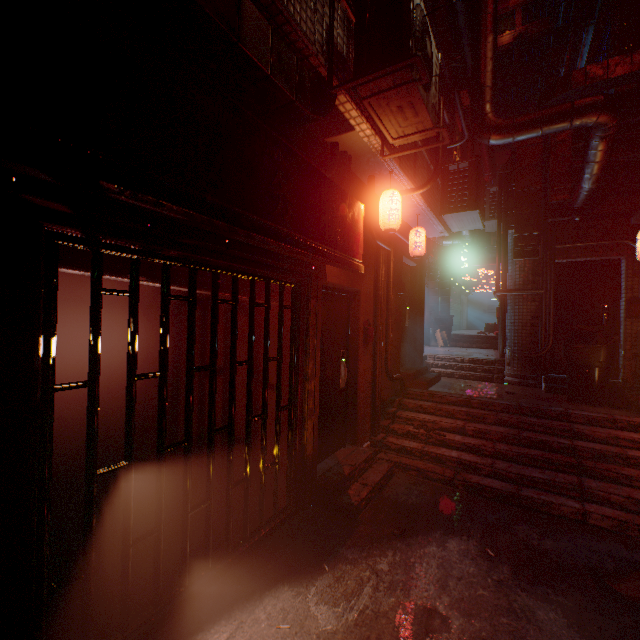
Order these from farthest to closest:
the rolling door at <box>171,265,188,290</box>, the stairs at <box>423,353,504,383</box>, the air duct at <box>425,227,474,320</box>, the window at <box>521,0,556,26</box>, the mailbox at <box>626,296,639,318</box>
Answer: the window at <box>521,0,556,26</box> → the air duct at <box>425,227,474,320</box> → the stairs at <box>423,353,504,383</box> → the mailbox at <box>626,296,639,318</box> → the rolling door at <box>171,265,188,290</box>

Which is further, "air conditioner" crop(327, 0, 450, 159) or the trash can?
the trash can

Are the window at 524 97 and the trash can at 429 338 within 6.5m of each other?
no

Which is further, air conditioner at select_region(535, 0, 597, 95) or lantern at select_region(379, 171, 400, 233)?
air conditioner at select_region(535, 0, 597, 95)

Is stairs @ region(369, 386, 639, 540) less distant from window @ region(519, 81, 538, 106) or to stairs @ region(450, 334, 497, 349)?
stairs @ region(450, 334, 497, 349)

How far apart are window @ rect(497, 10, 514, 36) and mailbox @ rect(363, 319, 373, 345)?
32.7 meters

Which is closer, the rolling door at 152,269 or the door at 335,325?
the rolling door at 152,269

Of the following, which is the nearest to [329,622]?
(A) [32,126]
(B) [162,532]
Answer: (B) [162,532]
